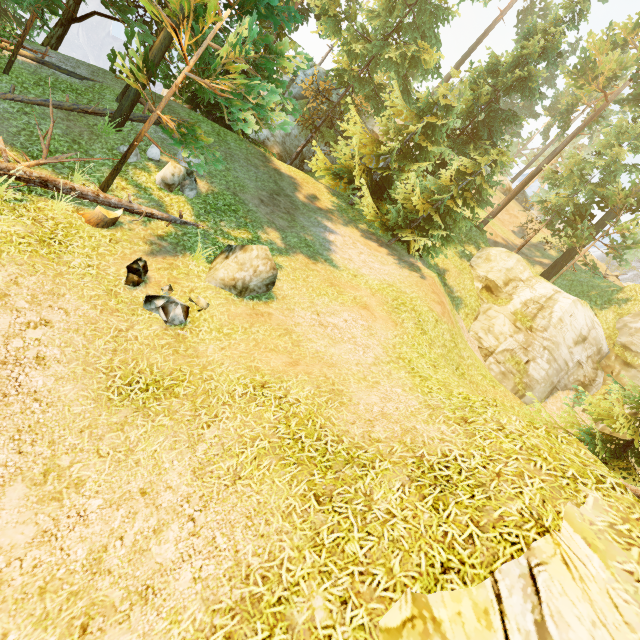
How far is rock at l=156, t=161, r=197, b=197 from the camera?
10.75m

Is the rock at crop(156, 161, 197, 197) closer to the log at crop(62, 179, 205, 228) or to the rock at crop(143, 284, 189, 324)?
the log at crop(62, 179, 205, 228)

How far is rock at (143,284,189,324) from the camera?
7.2 meters

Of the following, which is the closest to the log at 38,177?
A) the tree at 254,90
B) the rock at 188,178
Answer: the tree at 254,90

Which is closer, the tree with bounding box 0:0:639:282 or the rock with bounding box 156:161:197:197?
the tree with bounding box 0:0:639:282

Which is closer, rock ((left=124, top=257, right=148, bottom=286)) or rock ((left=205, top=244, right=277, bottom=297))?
rock ((left=124, top=257, right=148, bottom=286))

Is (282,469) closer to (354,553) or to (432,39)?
(354,553)

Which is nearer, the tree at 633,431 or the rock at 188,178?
the tree at 633,431
